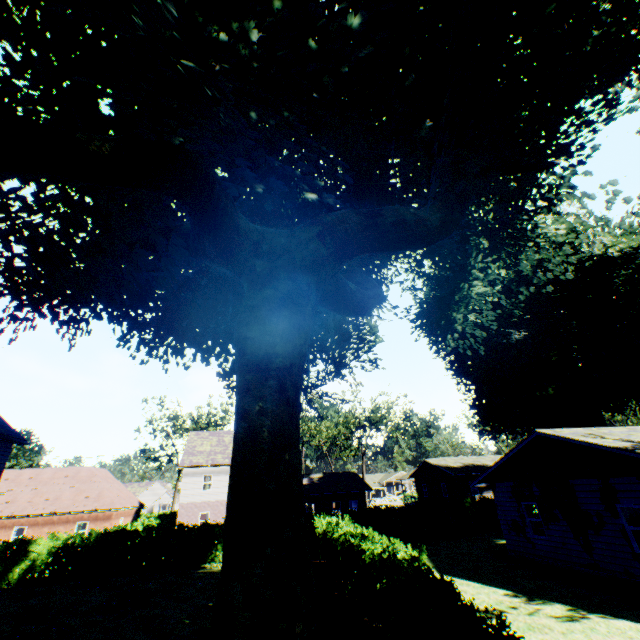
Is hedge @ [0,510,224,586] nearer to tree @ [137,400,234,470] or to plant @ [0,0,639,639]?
tree @ [137,400,234,470]

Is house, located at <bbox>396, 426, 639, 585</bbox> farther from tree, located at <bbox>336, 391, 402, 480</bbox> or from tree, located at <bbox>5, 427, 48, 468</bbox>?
tree, located at <bbox>5, 427, 48, 468</bbox>

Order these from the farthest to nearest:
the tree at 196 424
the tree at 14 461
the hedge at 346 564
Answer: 1. the tree at 196 424
2. the tree at 14 461
3. the hedge at 346 564

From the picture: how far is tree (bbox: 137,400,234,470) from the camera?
46.88m

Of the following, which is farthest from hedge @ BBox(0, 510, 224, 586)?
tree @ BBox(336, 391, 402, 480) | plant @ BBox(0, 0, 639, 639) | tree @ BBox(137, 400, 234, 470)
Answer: tree @ BBox(336, 391, 402, 480)

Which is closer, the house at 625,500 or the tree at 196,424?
the house at 625,500

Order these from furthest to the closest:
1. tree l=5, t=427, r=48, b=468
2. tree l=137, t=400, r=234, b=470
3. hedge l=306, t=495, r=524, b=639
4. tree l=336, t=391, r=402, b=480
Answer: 1. tree l=336, t=391, r=402, b=480
2. tree l=137, t=400, r=234, b=470
3. tree l=5, t=427, r=48, b=468
4. hedge l=306, t=495, r=524, b=639

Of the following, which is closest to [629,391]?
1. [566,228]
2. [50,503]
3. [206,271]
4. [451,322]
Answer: [566,228]
